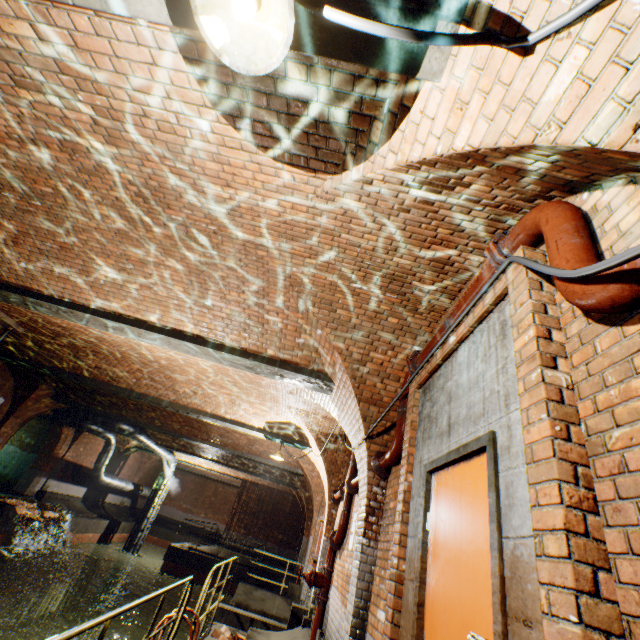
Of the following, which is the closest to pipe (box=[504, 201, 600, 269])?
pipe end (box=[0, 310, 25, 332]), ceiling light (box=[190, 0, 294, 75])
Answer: ceiling light (box=[190, 0, 294, 75])

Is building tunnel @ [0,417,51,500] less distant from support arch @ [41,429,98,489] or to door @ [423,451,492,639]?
support arch @ [41,429,98,489]

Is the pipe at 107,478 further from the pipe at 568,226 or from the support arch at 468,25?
the pipe at 568,226

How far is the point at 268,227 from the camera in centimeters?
368cm

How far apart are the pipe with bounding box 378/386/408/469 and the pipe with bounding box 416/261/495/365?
0.15m

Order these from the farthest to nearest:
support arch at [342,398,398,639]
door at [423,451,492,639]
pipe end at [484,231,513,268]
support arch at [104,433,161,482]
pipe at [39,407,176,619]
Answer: support arch at [104,433,161,482] < pipe at [39,407,176,619] < support arch at [342,398,398,639] < pipe end at [484,231,513,268] < door at [423,451,492,639]

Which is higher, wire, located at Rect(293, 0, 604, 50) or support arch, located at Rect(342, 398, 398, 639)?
wire, located at Rect(293, 0, 604, 50)

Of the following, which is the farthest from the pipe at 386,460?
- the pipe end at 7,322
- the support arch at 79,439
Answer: the support arch at 79,439
